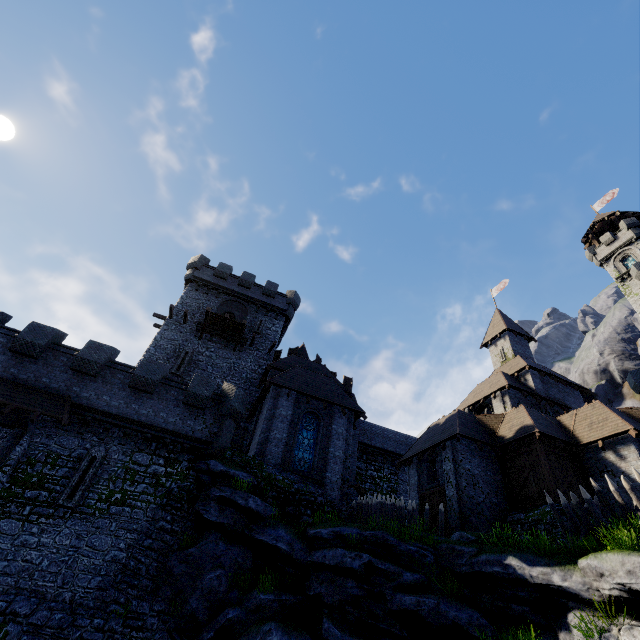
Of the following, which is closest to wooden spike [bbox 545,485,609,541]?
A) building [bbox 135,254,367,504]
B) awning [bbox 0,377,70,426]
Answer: building [bbox 135,254,367,504]

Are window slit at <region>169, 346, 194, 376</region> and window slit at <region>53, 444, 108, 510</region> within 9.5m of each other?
yes

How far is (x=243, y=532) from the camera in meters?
15.0

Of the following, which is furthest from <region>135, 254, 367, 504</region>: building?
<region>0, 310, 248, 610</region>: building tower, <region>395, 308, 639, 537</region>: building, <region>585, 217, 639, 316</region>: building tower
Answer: <region>585, 217, 639, 316</region>: building tower

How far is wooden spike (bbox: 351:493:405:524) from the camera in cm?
1702

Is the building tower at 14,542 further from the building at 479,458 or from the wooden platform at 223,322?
the building at 479,458

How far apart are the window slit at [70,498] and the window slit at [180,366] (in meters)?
8.87

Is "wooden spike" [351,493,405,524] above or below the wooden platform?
below
